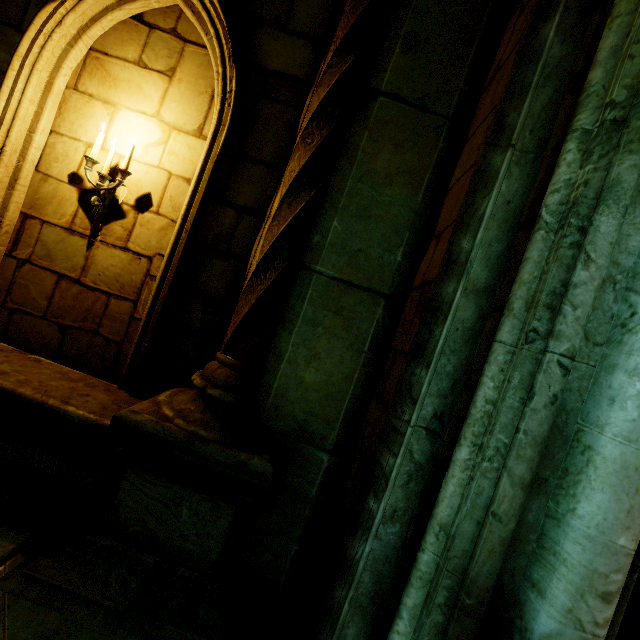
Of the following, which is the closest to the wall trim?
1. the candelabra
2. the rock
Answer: the candelabra

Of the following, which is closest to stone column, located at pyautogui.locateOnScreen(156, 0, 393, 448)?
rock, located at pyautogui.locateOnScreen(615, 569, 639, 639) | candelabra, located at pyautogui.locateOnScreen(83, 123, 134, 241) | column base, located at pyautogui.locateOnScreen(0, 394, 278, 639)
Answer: column base, located at pyautogui.locateOnScreen(0, 394, 278, 639)

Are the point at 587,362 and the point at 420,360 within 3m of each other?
yes

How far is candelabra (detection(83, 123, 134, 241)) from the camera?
3.02m

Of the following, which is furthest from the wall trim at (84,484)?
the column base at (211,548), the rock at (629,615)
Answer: the rock at (629,615)

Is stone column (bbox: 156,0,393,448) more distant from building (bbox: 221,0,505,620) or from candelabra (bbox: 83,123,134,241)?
candelabra (bbox: 83,123,134,241)

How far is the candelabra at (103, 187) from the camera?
3.0 meters

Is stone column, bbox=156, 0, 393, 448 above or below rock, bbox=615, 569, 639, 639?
above
